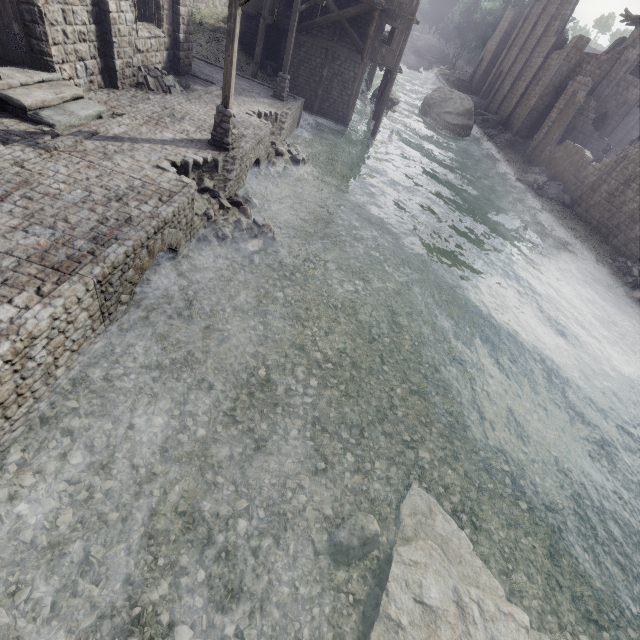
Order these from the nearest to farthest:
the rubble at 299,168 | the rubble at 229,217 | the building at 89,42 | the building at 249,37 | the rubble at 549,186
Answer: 1. the building at 89,42
2. the rubble at 229,217
3. the rubble at 299,168
4. the building at 249,37
5. the rubble at 549,186

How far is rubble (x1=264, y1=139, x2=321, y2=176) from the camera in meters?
15.8

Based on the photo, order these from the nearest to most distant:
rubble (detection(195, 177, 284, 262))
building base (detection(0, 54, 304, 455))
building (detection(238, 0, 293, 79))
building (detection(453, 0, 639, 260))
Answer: building base (detection(0, 54, 304, 455)) → rubble (detection(195, 177, 284, 262)) → building (detection(238, 0, 293, 79)) → building (detection(453, 0, 639, 260))

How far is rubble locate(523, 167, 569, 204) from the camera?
27.1 meters

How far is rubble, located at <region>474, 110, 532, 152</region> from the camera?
35.9 meters

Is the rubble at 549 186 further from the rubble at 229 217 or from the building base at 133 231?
the rubble at 229 217

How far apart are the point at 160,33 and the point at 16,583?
19.5 meters

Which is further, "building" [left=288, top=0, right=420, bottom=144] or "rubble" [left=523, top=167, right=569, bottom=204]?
"rubble" [left=523, top=167, right=569, bottom=204]
